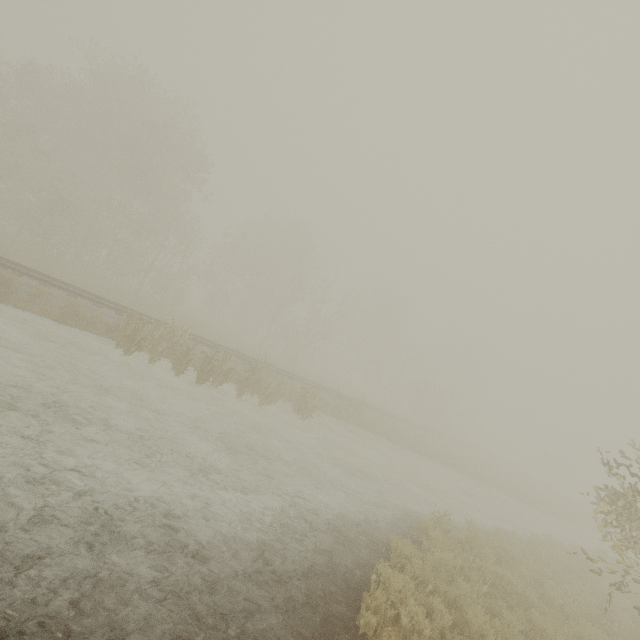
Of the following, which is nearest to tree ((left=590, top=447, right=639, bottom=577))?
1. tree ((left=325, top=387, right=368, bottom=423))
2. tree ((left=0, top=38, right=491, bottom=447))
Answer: tree ((left=325, top=387, right=368, bottom=423))

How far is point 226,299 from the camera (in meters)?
39.62

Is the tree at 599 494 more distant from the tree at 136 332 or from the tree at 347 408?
the tree at 347 408

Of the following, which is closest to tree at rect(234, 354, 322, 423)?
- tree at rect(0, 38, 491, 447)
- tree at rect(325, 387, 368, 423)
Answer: tree at rect(325, 387, 368, 423)

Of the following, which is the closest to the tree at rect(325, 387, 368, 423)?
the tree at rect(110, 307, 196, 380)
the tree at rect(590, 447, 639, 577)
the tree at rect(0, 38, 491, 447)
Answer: the tree at rect(110, 307, 196, 380)

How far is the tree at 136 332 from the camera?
12.5 meters

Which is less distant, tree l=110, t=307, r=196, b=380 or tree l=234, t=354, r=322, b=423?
tree l=110, t=307, r=196, b=380

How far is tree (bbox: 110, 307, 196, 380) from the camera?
12.48m
